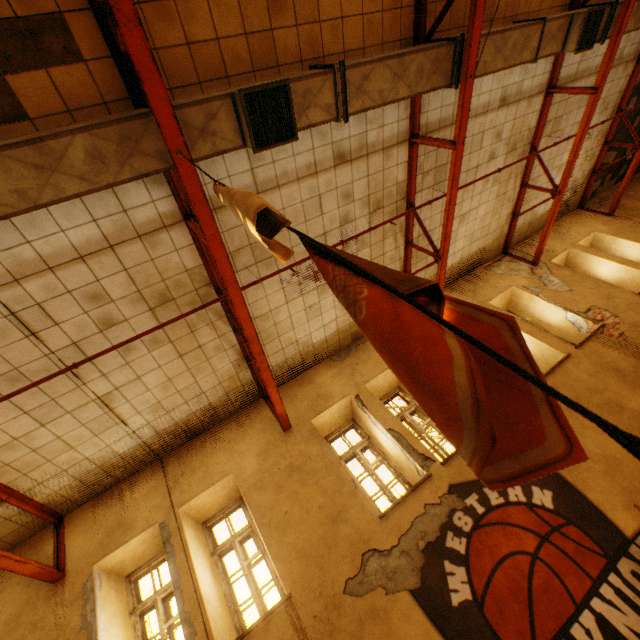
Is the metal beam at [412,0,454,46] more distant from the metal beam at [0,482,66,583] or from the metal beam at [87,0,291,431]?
Result: the metal beam at [0,482,66,583]

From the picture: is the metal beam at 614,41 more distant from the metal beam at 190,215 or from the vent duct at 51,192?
the metal beam at 190,215

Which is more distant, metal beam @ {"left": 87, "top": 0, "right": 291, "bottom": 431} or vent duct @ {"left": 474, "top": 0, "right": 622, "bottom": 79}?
vent duct @ {"left": 474, "top": 0, "right": 622, "bottom": 79}

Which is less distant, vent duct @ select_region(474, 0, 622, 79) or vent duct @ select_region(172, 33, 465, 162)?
vent duct @ select_region(172, 33, 465, 162)

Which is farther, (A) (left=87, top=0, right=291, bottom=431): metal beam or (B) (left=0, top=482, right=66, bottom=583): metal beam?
(B) (left=0, top=482, right=66, bottom=583): metal beam

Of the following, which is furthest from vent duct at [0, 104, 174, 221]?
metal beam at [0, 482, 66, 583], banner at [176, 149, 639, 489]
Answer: banner at [176, 149, 639, 489]

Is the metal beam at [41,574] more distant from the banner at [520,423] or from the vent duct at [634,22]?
the banner at [520,423]

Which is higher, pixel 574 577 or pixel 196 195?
pixel 196 195
